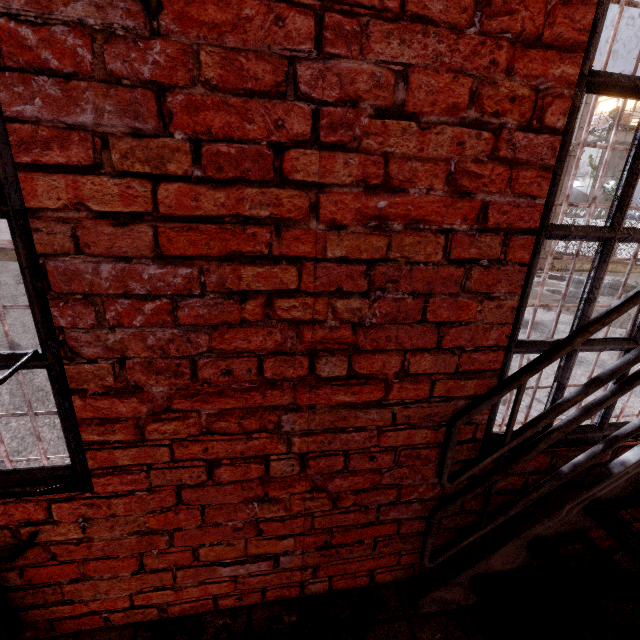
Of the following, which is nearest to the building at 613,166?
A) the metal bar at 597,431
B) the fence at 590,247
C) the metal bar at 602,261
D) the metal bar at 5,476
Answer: the fence at 590,247

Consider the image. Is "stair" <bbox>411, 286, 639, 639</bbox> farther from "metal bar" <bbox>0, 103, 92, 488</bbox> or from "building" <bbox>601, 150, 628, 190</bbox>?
"building" <bbox>601, 150, 628, 190</bbox>

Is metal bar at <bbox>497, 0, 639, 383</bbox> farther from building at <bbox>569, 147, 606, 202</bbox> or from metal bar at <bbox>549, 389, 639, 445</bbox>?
building at <bbox>569, 147, 606, 202</bbox>

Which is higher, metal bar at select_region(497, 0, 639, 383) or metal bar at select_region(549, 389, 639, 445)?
metal bar at select_region(497, 0, 639, 383)

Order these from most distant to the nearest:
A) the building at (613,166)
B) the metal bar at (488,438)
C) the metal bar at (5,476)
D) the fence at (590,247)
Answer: the building at (613,166), the fence at (590,247), the metal bar at (488,438), the metal bar at (5,476)

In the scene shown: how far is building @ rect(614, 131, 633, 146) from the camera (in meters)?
30.66

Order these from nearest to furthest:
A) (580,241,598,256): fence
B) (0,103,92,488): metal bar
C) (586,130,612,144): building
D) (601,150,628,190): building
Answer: (0,103,92,488): metal bar → (580,241,598,256): fence → (586,130,612,144): building → (601,150,628,190): building

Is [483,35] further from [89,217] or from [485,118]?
[89,217]
